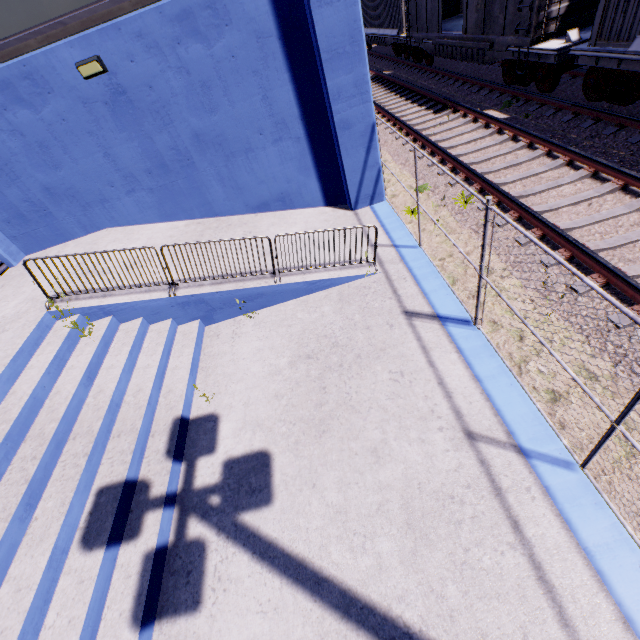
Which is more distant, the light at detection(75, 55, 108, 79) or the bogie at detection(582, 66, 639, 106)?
the bogie at detection(582, 66, 639, 106)

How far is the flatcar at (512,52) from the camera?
11.1 meters

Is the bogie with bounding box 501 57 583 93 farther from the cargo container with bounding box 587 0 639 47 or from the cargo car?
the cargo container with bounding box 587 0 639 47

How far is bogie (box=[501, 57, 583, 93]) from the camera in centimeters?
981cm

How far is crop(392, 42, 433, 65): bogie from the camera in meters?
17.1 m

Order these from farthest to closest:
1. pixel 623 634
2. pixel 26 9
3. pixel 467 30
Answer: pixel 467 30
pixel 26 9
pixel 623 634

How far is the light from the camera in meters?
6.1 m

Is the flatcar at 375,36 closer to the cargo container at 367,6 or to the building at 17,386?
the cargo container at 367,6
